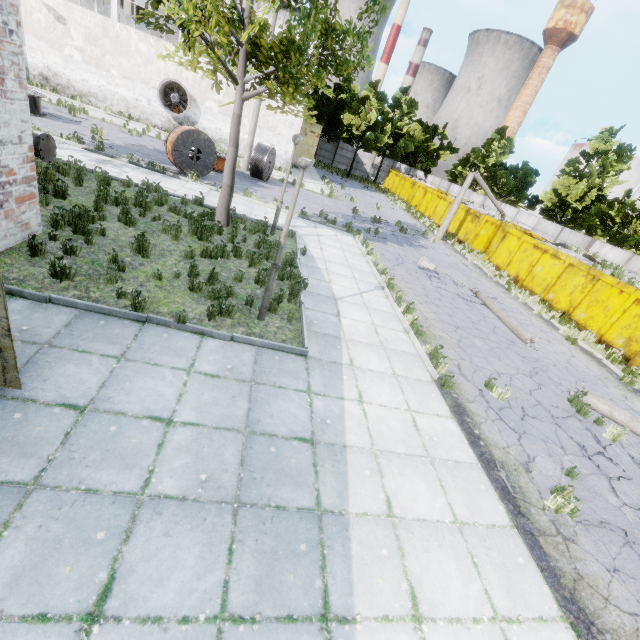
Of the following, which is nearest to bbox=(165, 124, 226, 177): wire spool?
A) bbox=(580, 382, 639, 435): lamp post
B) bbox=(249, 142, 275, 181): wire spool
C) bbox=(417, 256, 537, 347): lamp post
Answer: bbox=(249, 142, 275, 181): wire spool

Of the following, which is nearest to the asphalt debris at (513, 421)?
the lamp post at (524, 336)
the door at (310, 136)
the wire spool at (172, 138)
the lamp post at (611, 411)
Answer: the lamp post at (611, 411)

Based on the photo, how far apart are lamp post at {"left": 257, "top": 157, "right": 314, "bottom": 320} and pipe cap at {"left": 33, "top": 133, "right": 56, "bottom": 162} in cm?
766

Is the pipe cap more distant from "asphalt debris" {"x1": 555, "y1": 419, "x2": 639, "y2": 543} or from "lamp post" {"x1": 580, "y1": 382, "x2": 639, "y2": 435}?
"lamp post" {"x1": 580, "y1": 382, "x2": 639, "y2": 435}

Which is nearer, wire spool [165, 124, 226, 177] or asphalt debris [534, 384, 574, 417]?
asphalt debris [534, 384, 574, 417]

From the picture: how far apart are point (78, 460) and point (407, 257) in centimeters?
1513cm

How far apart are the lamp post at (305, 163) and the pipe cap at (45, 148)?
7.7m

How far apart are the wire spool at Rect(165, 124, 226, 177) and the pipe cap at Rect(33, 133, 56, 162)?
5.8 meters
